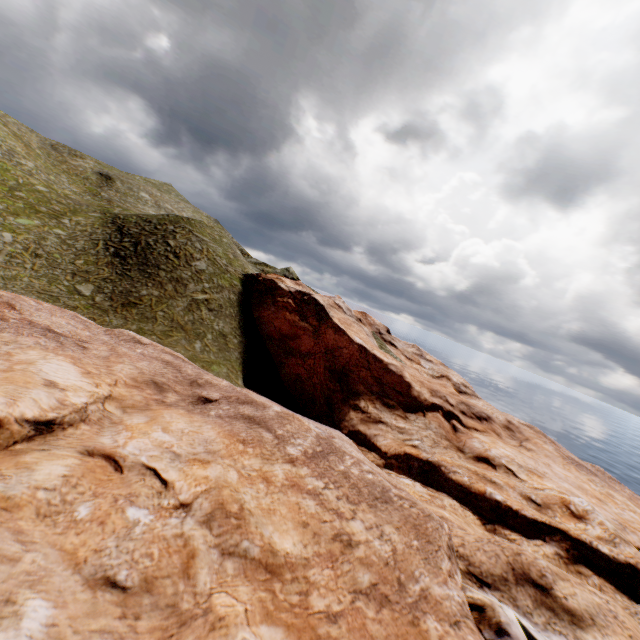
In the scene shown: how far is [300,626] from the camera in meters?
9.7 m
